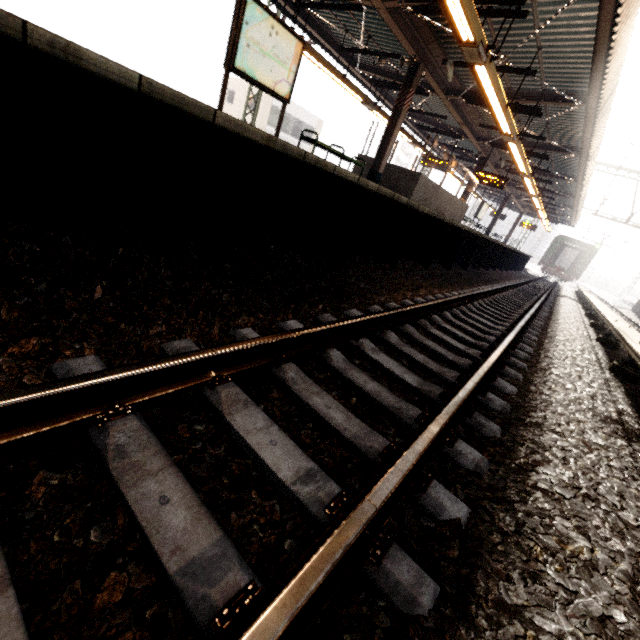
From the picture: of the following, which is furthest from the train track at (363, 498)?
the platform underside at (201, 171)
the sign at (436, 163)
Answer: the sign at (436, 163)

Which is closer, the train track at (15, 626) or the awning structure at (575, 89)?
the train track at (15, 626)

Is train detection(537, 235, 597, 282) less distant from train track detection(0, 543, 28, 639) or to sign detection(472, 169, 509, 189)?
train track detection(0, 543, 28, 639)

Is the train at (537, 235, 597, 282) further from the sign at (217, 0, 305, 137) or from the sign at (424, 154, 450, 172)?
A: the sign at (217, 0, 305, 137)

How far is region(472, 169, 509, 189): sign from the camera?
14.8 meters

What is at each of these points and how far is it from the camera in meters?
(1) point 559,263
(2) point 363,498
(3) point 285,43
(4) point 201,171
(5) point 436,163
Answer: (1) train, 35.1
(2) train track, 1.2
(3) sign, 6.1
(4) platform underside, 3.1
(5) sign, 16.4

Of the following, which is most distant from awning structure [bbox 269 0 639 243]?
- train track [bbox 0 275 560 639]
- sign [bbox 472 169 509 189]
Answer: train track [bbox 0 275 560 639]

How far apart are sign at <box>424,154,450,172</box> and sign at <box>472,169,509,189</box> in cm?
138
